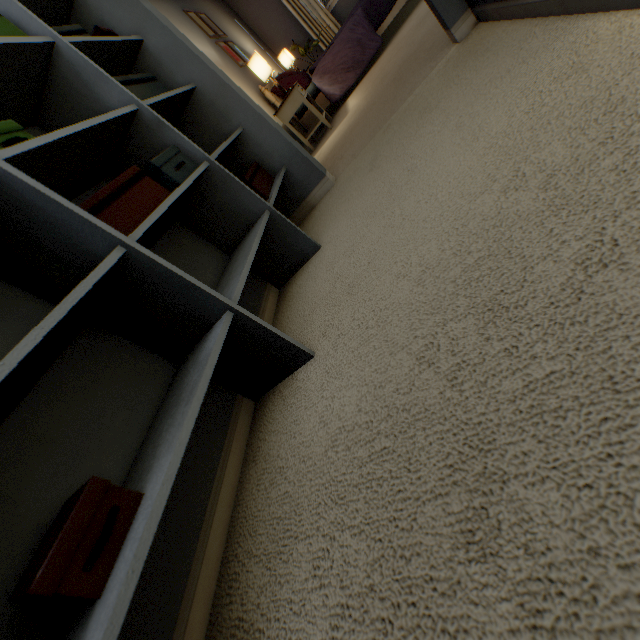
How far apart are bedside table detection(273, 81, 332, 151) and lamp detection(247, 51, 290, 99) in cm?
4

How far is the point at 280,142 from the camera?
1.9 meters

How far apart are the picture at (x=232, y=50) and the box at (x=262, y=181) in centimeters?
298cm

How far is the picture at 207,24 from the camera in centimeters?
367cm

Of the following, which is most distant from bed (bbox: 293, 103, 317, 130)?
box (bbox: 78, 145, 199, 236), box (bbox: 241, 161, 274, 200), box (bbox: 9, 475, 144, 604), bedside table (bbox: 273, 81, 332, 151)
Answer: box (bbox: 9, 475, 144, 604)

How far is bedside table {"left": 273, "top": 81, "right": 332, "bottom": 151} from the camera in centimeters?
324cm

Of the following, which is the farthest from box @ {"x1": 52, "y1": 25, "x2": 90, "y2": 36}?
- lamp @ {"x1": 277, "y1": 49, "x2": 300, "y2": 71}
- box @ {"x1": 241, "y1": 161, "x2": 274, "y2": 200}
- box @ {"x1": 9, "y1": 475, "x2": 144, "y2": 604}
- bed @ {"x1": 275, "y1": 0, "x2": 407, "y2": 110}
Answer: lamp @ {"x1": 277, "y1": 49, "x2": 300, "y2": 71}

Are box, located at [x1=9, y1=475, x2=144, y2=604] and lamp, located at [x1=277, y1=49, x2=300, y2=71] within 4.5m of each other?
no
